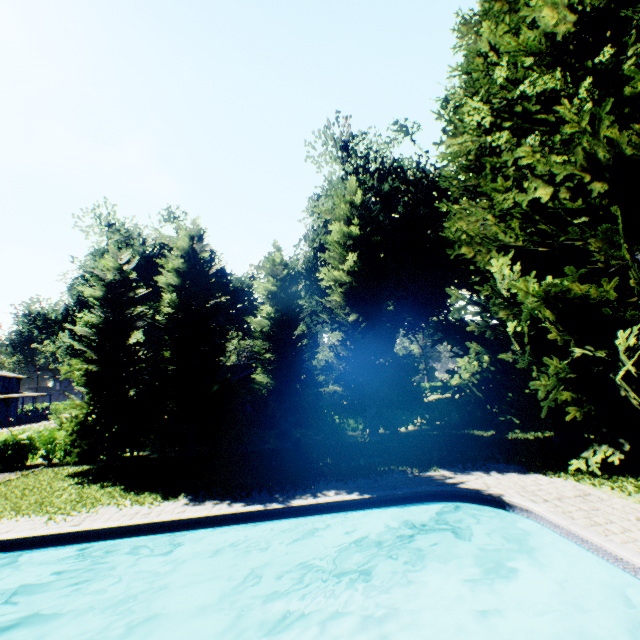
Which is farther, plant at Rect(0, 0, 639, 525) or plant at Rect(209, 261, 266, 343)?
plant at Rect(209, 261, 266, 343)

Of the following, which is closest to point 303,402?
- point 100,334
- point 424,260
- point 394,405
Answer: point 394,405

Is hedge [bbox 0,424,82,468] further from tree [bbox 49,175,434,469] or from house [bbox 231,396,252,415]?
house [bbox 231,396,252,415]

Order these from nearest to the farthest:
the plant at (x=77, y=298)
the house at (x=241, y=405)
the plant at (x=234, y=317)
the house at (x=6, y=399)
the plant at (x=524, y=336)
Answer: the plant at (x=524, y=336), the house at (x=241, y=405), the plant at (x=77, y=298), the plant at (x=234, y=317), the house at (x=6, y=399)

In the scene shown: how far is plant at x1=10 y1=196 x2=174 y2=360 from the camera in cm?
2973

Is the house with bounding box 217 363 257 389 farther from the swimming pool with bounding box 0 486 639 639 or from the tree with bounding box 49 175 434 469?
the swimming pool with bounding box 0 486 639 639

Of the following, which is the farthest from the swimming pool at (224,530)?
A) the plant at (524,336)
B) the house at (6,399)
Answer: the house at (6,399)
